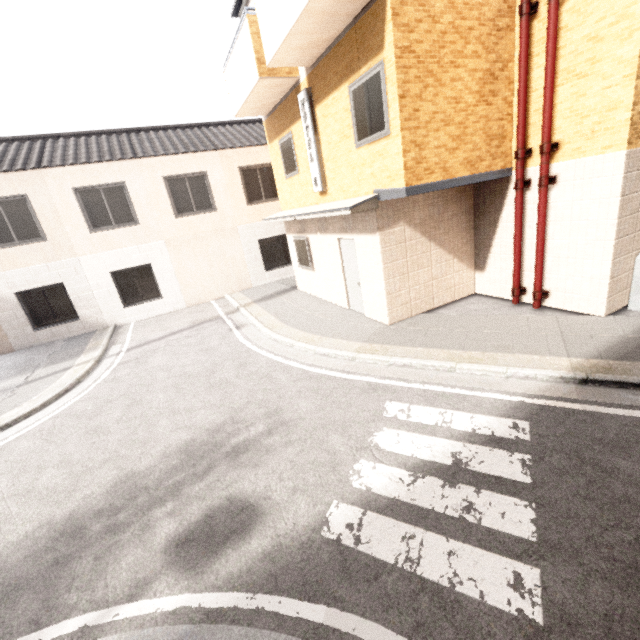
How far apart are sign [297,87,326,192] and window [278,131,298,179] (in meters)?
1.07

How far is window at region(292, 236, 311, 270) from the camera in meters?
10.8

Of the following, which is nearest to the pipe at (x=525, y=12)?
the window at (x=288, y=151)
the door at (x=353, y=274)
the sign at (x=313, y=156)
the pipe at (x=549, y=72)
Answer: the pipe at (x=549, y=72)

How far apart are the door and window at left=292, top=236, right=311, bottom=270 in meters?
1.8

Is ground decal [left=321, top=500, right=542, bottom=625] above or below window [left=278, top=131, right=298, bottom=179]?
below

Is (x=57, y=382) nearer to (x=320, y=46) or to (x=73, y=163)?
(x=73, y=163)

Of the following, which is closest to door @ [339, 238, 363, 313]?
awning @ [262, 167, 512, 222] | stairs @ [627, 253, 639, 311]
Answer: awning @ [262, 167, 512, 222]

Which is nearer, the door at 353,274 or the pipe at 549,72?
the pipe at 549,72
